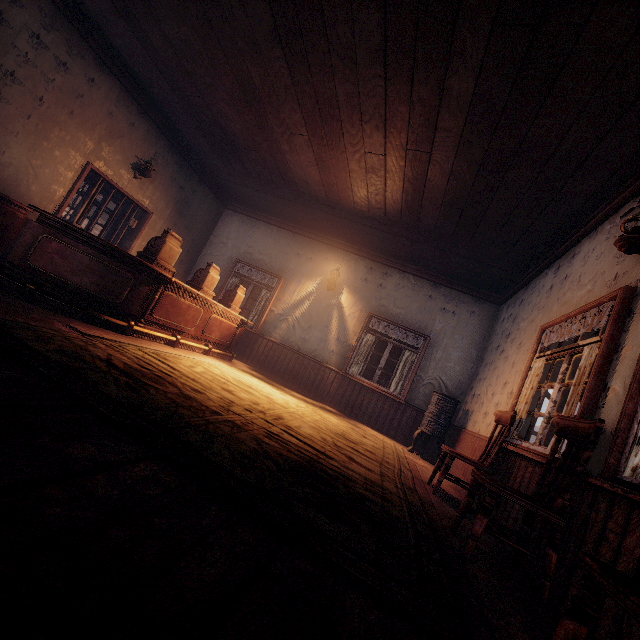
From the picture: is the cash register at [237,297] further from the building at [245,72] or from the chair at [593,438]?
the chair at [593,438]

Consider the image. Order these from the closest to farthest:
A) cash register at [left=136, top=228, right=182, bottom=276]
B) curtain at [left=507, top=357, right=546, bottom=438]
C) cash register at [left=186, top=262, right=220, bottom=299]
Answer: curtain at [left=507, top=357, right=546, bottom=438] < cash register at [left=136, top=228, right=182, bottom=276] < cash register at [left=186, top=262, right=220, bottom=299]

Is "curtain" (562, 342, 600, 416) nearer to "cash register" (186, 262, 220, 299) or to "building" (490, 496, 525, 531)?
"building" (490, 496, 525, 531)

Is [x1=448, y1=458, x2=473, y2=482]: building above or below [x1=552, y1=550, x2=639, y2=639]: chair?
below

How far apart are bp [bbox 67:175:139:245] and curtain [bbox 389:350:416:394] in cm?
667

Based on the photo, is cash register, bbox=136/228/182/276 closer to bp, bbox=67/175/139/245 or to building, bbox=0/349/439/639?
building, bbox=0/349/439/639

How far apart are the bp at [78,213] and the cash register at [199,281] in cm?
238

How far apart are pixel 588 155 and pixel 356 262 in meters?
5.3 m
